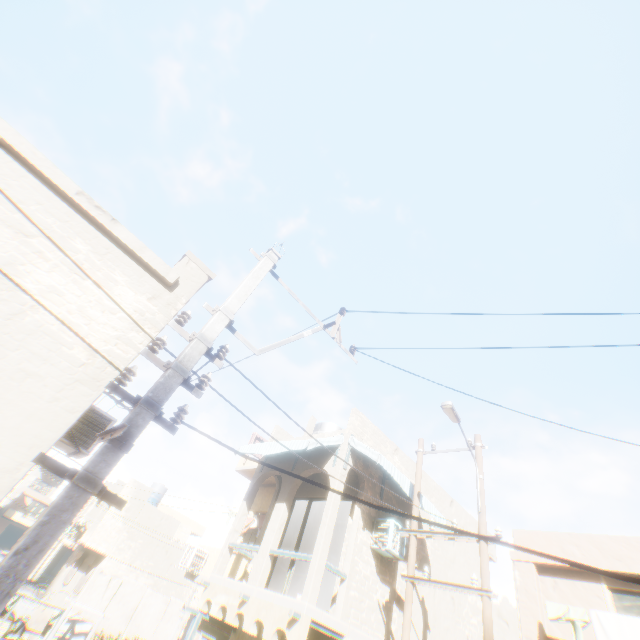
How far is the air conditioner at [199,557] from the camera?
13.5 meters

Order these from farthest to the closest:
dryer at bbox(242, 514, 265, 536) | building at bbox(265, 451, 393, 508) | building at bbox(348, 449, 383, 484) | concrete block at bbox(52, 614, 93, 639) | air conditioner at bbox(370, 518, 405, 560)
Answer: concrete block at bbox(52, 614, 93, 639) < dryer at bbox(242, 514, 265, 536) < building at bbox(348, 449, 383, 484) < building at bbox(265, 451, 393, 508) < air conditioner at bbox(370, 518, 405, 560)

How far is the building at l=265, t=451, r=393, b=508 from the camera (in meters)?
10.15

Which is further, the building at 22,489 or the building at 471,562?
the building at 22,489

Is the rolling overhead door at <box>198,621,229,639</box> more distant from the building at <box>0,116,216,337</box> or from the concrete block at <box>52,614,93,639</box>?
the concrete block at <box>52,614,93,639</box>

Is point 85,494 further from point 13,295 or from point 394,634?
point 394,634

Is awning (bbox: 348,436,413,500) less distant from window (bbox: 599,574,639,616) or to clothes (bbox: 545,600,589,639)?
clothes (bbox: 545,600,589,639)
